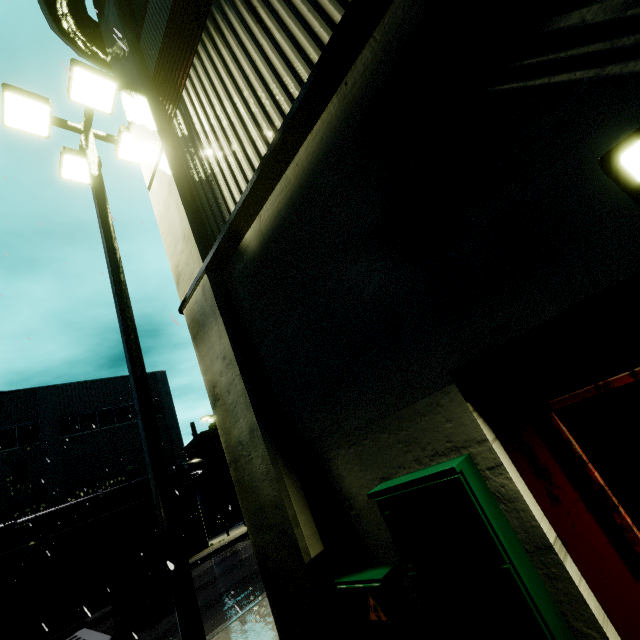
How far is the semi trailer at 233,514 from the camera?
21.3 meters

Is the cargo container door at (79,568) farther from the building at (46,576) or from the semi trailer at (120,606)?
the building at (46,576)

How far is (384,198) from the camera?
2.5m

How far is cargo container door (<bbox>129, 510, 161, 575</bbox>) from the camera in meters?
11.5 m

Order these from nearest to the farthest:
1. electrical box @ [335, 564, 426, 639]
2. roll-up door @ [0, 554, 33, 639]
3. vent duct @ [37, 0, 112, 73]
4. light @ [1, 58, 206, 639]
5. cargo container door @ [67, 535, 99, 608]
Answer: electrical box @ [335, 564, 426, 639], light @ [1, 58, 206, 639], vent duct @ [37, 0, 112, 73], cargo container door @ [67, 535, 99, 608], roll-up door @ [0, 554, 33, 639]

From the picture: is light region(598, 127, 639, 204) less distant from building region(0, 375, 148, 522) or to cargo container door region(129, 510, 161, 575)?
building region(0, 375, 148, 522)

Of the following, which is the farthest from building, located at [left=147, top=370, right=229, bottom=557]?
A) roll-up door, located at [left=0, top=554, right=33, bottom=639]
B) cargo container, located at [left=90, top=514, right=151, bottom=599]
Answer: cargo container, located at [left=90, top=514, right=151, bottom=599]
